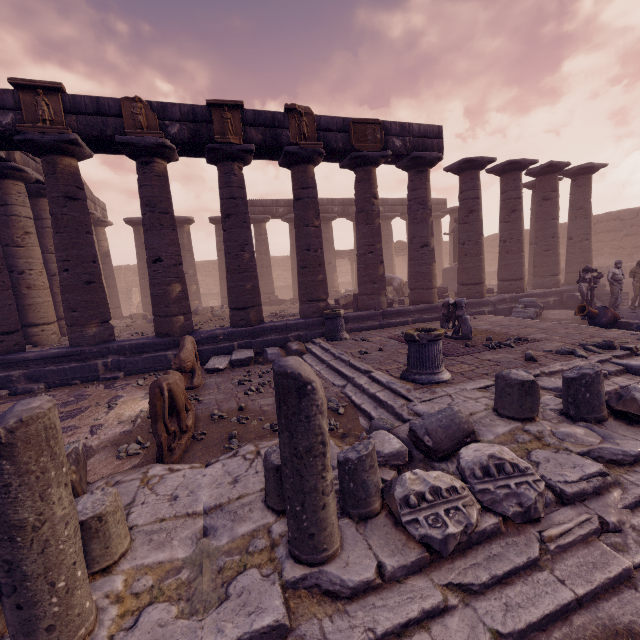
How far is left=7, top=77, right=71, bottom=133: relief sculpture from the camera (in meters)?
7.69

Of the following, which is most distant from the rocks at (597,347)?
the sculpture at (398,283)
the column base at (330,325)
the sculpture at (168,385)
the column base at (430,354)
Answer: the sculpture at (398,283)

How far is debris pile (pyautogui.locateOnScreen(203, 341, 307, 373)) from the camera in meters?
8.7 m

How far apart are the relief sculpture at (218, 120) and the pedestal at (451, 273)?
13.6 meters

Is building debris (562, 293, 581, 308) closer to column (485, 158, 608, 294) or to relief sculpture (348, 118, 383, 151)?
column (485, 158, 608, 294)

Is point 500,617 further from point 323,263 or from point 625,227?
point 625,227

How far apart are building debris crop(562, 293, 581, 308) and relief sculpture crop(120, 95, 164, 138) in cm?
1612

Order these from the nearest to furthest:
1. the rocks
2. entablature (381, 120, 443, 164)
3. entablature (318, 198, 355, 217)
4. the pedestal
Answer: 1. the rocks
2. entablature (381, 120, 443, 164)
3. the pedestal
4. entablature (318, 198, 355, 217)
